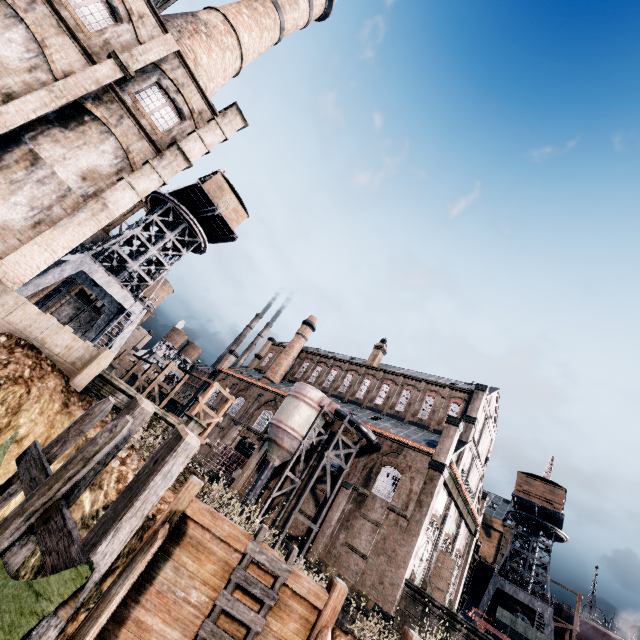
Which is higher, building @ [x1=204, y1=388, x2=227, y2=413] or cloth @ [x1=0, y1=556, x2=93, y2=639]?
building @ [x1=204, y1=388, x2=227, y2=413]

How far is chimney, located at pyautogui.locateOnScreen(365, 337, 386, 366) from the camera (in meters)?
46.94

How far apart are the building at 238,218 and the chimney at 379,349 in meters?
25.6 m

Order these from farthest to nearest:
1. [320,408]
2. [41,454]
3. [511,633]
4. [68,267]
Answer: [320,408] < [511,633] < [68,267] < [41,454]

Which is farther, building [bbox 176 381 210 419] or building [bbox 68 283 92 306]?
building [bbox 176 381 210 419]

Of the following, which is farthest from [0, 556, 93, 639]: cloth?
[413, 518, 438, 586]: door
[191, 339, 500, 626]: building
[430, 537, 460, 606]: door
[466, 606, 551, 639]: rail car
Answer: [466, 606, 551, 639]: rail car

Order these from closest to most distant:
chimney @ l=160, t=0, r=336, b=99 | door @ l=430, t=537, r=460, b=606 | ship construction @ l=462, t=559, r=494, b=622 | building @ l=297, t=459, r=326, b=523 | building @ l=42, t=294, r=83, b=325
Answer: chimney @ l=160, t=0, r=336, b=99 < door @ l=430, t=537, r=460, b=606 < building @ l=297, t=459, r=326, b=523 < building @ l=42, t=294, r=83, b=325 < ship construction @ l=462, t=559, r=494, b=622

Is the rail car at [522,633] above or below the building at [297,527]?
above
